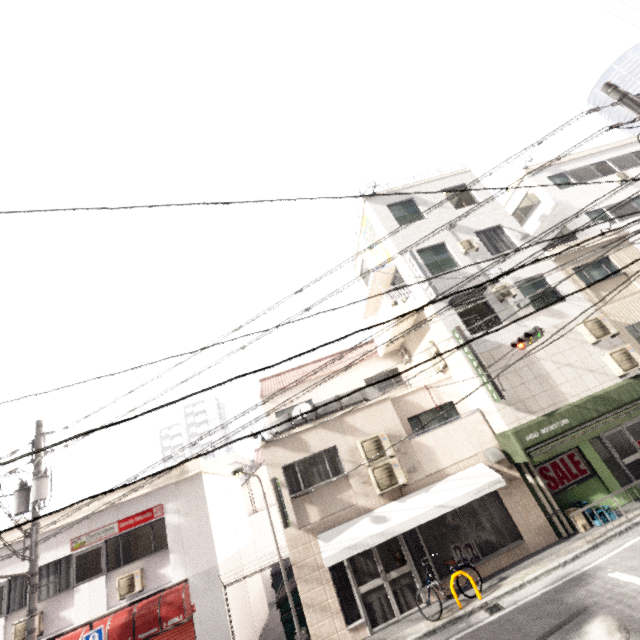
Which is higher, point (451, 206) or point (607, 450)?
point (451, 206)

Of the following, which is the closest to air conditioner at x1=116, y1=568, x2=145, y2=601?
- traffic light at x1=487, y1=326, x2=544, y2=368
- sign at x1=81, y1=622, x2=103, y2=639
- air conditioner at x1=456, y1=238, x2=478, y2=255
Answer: sign at x1=81, y1=622, x2=103, y2=639

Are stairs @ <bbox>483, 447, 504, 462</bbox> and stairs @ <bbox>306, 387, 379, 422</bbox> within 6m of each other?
yes

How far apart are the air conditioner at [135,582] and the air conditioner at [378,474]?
8.0m

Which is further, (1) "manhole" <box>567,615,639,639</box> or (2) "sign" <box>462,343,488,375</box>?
(2) "sign" <box>462,343,488,375</box>

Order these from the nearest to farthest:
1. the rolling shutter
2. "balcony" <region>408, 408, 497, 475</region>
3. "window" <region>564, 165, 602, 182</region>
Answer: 1. the rolling shutter
2. "balcony" <region>408, 408, 497, 475</region>
3. "window" <region>564, 165, 602, 182</region>

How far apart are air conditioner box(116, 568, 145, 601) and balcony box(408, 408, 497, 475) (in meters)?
9.67

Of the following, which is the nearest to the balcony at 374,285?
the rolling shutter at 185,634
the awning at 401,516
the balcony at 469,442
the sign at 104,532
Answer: the balcony at 469,442
